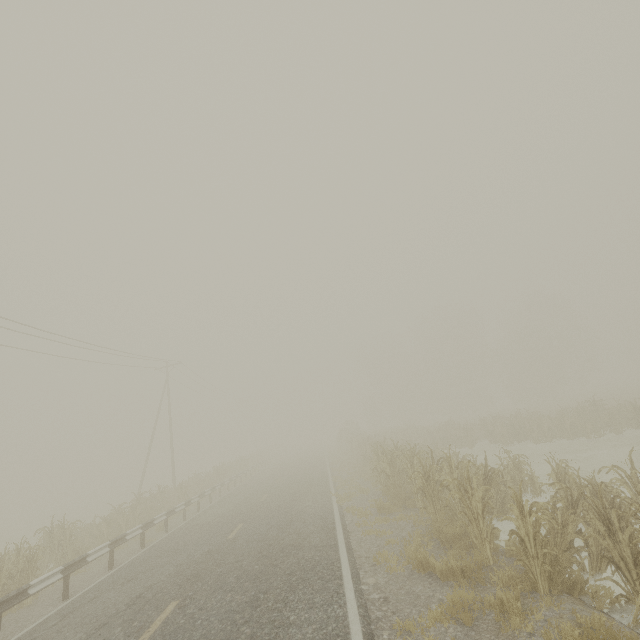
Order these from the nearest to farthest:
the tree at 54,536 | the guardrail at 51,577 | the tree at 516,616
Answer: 1. the tree at 516,616
2. the guardrail at 51,577
3. the tree at 54,536

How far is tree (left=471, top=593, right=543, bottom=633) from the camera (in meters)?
4.39

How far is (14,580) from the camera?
9.3 meters

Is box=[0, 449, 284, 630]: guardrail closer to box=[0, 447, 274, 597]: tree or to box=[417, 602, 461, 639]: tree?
box=[0, 447, 274, 597]: tree

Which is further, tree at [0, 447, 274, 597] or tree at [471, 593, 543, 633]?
tree at [0, 447, 274, 597]

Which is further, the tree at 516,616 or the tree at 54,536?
the tree at 54,536

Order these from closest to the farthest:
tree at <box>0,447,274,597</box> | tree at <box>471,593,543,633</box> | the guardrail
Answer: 1. tree at <box>471,593,543,633</box>
2. the guardrail
3. tree at <box>0,447,274,597</box>
